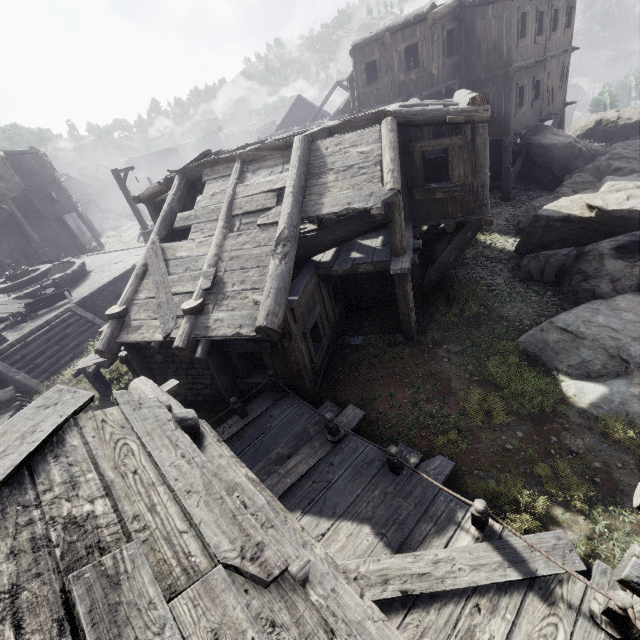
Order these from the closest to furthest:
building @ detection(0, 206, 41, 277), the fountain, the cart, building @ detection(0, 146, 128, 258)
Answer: the cart < the fountain < building @ detection(0, 146, 128, 258) < building @ detection(0, 206, 41, 277)

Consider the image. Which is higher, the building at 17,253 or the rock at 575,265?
the building at 17,253

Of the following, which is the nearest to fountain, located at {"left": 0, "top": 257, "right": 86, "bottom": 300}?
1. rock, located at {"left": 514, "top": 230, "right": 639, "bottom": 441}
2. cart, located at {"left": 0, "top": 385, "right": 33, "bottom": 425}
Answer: cart, located at {"left": 0, "top": 385, "right": 33, "bottom": 425}

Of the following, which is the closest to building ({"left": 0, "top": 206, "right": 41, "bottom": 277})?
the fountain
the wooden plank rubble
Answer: the wooden plank rubble

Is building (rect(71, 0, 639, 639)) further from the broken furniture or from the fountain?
the fountain

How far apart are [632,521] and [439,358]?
4.6 meters

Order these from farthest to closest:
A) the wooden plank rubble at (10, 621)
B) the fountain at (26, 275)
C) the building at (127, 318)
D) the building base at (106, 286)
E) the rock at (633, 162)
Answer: the fountain at (26, 275)
the building base at (106, 286)
the rock at (633, 162)
the building at (127, 318)
the wooden plank rubble at (10, 621)

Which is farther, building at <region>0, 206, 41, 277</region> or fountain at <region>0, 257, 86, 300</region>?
building at <region>0, 206, 41, 277</region>
